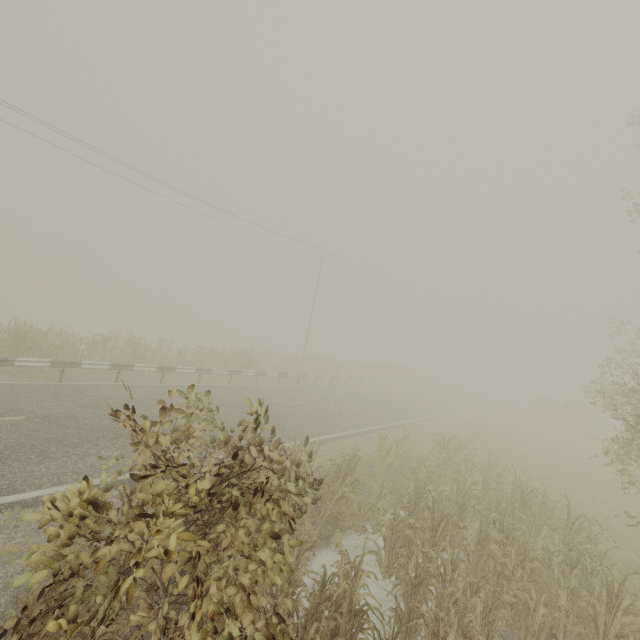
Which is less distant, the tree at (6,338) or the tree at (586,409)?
the tree at (586,409)

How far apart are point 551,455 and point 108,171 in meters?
32.2 m

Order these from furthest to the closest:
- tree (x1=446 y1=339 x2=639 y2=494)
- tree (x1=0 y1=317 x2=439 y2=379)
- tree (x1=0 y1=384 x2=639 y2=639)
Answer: tree (x1=0 y1=317 x2=439 y2=379)
tree (x1=446 y1=339 x2=639 y2=494)
tree (x1=0 y1=384 x2=639 y2=639)

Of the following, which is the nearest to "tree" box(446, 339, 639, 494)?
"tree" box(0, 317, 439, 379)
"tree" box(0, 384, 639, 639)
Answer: "tree" box(0, 317, 439, 379)

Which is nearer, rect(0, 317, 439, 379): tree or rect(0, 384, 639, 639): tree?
rect(0, 384, 639, 639): tree

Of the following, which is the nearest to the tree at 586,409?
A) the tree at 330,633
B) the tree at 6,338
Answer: the tree at 6,338
